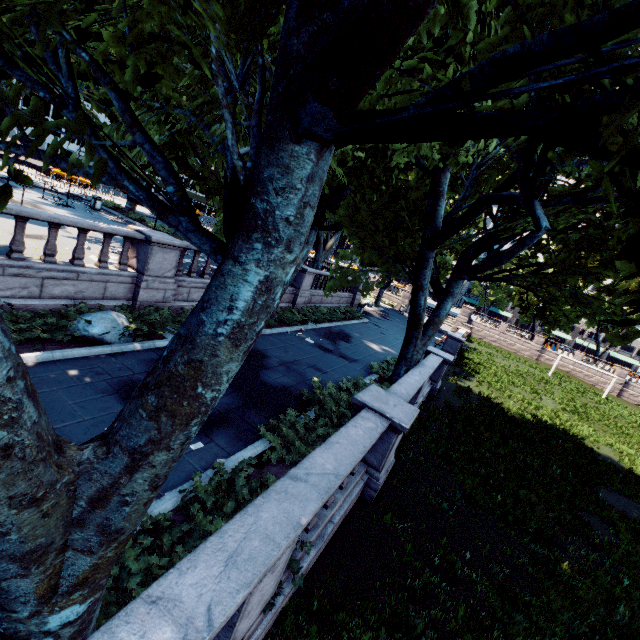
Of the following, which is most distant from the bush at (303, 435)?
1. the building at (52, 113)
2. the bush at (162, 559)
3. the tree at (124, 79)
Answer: the building at (52, 113)

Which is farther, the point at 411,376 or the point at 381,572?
the point at 411,376

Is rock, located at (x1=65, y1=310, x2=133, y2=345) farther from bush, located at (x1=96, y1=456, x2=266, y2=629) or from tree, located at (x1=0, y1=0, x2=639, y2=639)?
bush, located at (x1=96, y1=456, x2=266, y2=629)

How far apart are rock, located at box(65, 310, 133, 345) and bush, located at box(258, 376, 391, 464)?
5.3m

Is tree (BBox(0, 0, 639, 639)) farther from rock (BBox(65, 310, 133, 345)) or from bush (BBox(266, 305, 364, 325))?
rock (BBox(65, 310, 133, 345))

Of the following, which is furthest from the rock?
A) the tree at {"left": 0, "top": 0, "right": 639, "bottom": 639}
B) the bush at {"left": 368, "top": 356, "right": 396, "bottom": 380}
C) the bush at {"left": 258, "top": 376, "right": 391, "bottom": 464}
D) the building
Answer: the building

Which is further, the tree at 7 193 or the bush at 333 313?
the bush at 333 313

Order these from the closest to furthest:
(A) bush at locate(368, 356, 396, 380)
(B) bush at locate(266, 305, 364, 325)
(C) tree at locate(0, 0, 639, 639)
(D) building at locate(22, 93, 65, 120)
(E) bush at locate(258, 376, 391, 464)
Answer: (C) tree at locate(0, 0, 639, 639), (E) bush at locate(258, 376, 391, 464), (A) bush at locate(368, 356, 396, 380), (B) bush at locate(266, 305, 364, 325), (D) building at locate(22, 93, 65, 120)
